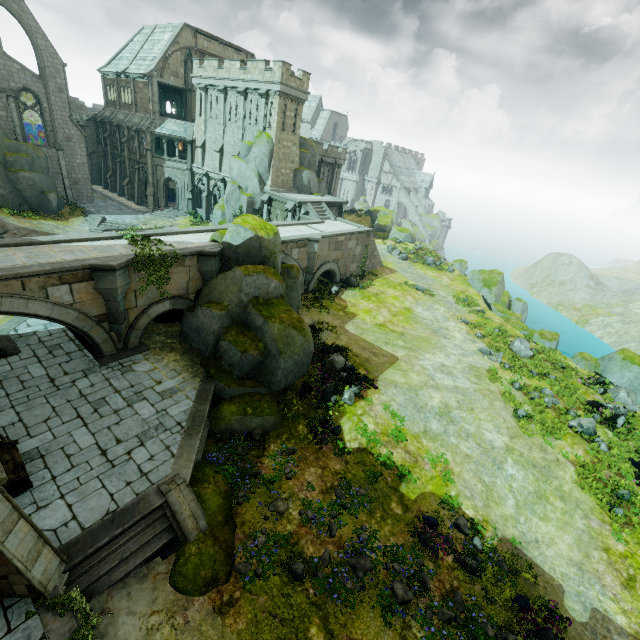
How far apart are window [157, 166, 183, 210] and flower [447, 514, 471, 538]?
43.63m

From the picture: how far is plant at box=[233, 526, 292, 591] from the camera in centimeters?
993cm

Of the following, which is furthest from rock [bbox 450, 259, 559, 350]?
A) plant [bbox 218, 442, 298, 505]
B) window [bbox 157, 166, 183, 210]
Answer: window [bbox 157, 166, 183, 210]

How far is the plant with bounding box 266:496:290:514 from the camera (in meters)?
11.73

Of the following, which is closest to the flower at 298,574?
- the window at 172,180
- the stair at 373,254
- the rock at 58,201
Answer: the stair at 373,254

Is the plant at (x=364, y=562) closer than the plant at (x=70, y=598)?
No

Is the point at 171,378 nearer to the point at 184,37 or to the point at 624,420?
the point at 624,420

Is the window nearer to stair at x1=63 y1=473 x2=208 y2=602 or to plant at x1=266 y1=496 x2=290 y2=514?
stair at x1=63 y1=473 x2=208 y2=602
